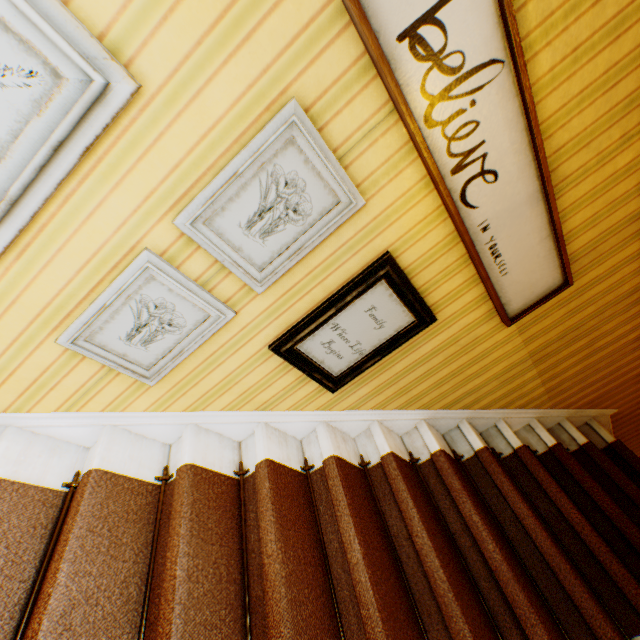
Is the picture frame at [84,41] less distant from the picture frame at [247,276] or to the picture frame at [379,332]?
the picture frame at [247,276]

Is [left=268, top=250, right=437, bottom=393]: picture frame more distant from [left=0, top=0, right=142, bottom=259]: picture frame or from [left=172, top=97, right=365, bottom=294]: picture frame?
[left=0, top=0, right=142, bottom=259]: picture frame

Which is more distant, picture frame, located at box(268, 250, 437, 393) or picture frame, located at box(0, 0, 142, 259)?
picture frame, located at box(268, 250, 437, 393)

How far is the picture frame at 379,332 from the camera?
1.5 meters

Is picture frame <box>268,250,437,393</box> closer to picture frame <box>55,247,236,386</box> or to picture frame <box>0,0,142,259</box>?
picture frame <box>55,247,236,386</box>

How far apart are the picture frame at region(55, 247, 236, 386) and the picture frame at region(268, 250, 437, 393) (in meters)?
0.25

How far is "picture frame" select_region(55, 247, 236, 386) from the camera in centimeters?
126cm

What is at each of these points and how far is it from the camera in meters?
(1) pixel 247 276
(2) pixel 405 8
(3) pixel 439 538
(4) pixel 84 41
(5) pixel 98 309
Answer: (1) picture frame, 1.3 m
(2) picture frame, 0.9 m
(3) building, 1.8 m
(4) picture frame, 0.8 m
(5) picture frame, 1.3 m
